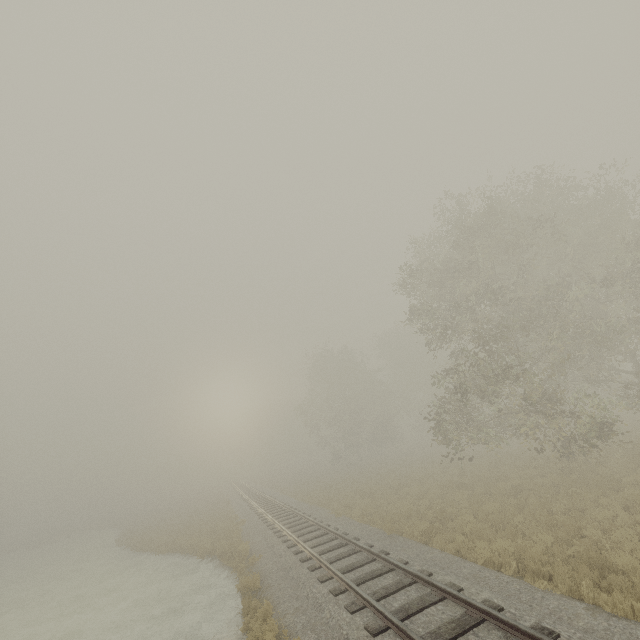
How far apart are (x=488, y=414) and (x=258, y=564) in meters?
19.9 m
